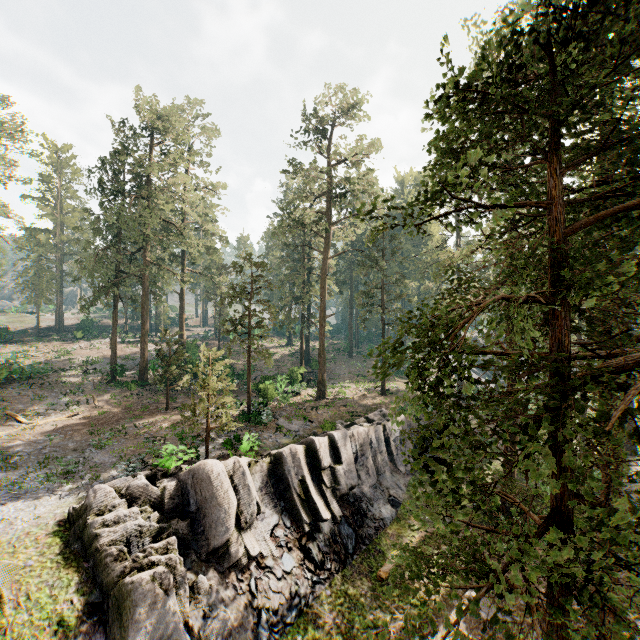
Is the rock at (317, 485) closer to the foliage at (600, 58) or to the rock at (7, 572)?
the rock at (7, 572)

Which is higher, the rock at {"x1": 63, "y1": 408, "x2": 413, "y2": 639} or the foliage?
the foliage

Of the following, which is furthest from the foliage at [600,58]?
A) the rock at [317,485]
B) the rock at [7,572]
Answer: the rock at [317,485]

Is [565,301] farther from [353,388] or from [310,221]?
[310,221]

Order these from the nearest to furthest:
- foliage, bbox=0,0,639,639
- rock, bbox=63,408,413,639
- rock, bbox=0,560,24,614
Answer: foliage, bbox=0,0,639,639
rock, bbox=0,560,24,614
rock, bbox=63,408,413,639

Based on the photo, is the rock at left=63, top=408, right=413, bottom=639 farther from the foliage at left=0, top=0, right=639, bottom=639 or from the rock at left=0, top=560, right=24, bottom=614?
the foliage at left=0, top=0, right=639, bottom=639

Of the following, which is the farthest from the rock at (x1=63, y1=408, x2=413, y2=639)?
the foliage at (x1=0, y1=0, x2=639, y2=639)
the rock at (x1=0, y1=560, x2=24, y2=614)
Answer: the foliage at (x1=0, y1=0, x2=639, y2=639)
